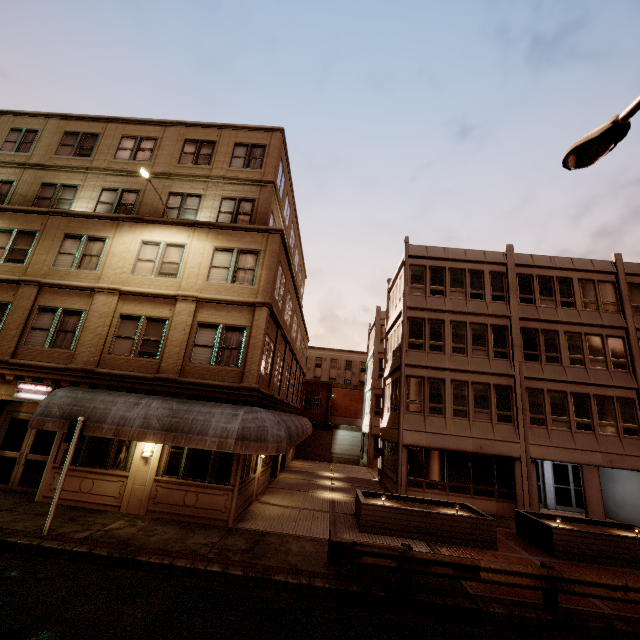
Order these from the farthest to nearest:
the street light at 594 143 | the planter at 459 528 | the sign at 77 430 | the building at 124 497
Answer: the planter at 459 528 < the building at 124 497 < the sign at 77 430 < the street light at 594 143

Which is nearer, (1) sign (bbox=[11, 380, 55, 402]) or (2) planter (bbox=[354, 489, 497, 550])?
(2) planter (bbox=[354, 489, 497, 550])

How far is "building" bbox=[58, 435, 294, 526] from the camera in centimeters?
1117cm

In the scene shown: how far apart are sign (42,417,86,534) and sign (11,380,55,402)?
3.9m

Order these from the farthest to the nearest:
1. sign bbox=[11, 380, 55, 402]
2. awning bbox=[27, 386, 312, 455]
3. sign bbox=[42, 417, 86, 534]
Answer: sign bbox=[11, 380, 55, 402]
awning bbox=[27, 386, 312, 455]
sign bbox=[42, 417, 86, 534]

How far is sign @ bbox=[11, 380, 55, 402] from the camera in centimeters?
1235cm

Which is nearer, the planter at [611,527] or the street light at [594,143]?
the street light at [594,143]

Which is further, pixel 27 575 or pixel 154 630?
pixel 27 575
